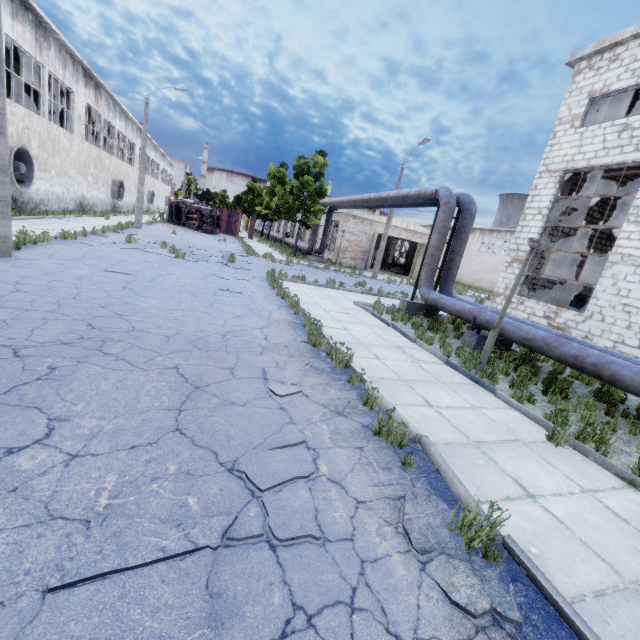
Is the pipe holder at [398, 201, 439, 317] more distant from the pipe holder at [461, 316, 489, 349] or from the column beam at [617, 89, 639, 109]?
the column beam at [617, 89, 639, 109]

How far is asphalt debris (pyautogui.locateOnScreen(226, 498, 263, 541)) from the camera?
2.5m

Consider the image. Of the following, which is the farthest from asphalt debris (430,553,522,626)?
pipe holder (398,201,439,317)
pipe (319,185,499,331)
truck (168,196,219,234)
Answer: truck (168,196,219,234)

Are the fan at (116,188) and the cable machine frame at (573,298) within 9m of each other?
no

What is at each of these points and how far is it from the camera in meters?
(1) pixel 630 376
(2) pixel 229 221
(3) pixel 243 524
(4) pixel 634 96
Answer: (1) pipe, 6.4
(2) truck dump body, 40.4
(3) asphalt debris, 2.6
(4) column beam, 13.1

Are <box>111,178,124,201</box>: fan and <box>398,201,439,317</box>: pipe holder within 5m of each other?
no

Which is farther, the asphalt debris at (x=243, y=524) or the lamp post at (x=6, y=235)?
the lamp post at (x=6, y=235)

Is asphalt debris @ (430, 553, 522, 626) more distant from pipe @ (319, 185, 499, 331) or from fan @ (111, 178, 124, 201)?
fan @ (111, 178, 124, 201)
